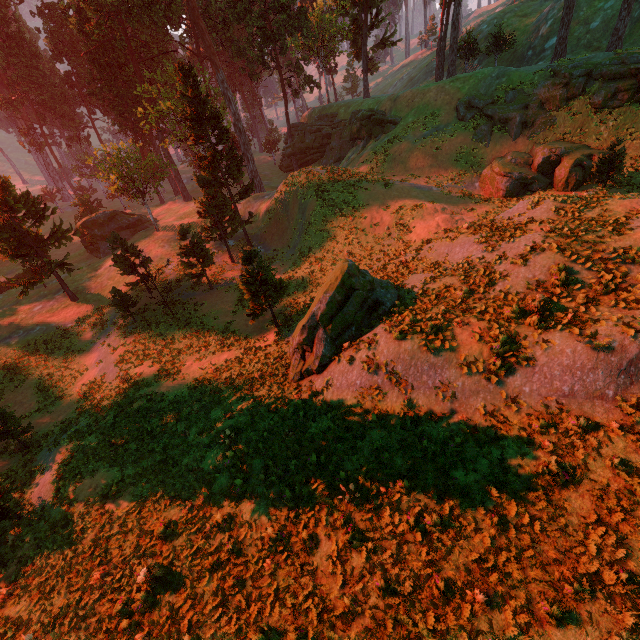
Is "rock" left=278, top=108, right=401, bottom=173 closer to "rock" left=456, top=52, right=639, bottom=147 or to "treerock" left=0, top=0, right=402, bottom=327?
"treerock" left=0, top=0, right=402, bottom=327

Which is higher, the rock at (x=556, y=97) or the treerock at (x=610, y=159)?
the rock at (x=556, y=97)

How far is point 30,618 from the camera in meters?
10.1

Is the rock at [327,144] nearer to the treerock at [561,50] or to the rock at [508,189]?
the treerock at [561,50]

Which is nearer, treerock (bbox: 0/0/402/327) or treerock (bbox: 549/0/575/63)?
treerock (bbox: 0/0/402/327)

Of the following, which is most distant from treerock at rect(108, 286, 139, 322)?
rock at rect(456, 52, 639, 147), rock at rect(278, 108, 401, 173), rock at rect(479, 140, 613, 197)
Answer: rock at rect(479, 140, 613, 197)

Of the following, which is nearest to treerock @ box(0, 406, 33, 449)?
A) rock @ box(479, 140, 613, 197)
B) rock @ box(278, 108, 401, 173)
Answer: rock @ box(278, 108, 401, 173)
